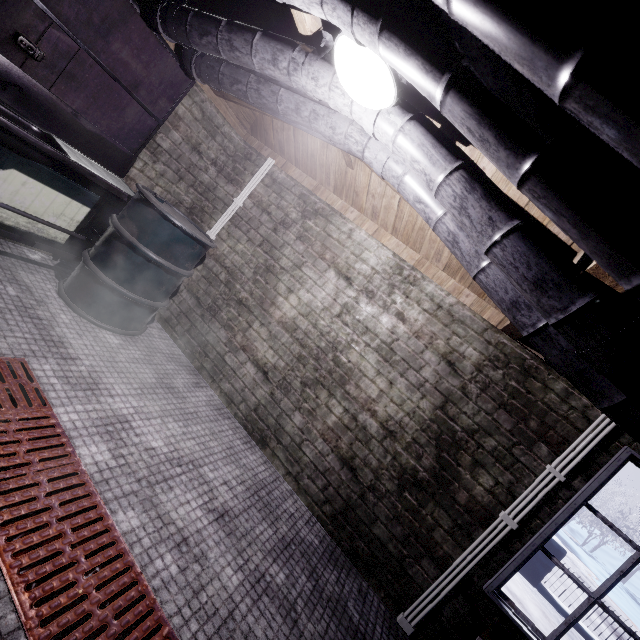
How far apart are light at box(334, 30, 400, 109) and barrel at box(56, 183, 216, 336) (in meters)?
1.55

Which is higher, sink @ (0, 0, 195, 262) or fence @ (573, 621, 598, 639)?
sink @ (0, 0, 195, 262)

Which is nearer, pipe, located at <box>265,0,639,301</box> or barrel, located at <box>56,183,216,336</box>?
pipe, located at <box>265,0,639,301</box>

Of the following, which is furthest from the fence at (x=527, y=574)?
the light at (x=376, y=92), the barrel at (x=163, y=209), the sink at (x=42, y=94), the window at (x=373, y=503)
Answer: the light at (x=376, y=92)

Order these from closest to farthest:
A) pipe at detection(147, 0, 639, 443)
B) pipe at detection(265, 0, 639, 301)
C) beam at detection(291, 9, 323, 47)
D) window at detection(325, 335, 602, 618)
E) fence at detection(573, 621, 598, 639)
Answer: pipe at detection(265, 0, 639, 301) < pipe at detection(147, 0, 639, 443) < beam at detection(291, 9, 323, 47) < window at detection(325, 335, 602, 618) < fence at detection(573, 621, 598, 639)

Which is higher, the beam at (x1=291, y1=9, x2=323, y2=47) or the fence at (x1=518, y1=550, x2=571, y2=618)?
the beam at (x1=291, y1=9, x2=323, y2=47)

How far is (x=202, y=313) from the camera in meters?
3.2

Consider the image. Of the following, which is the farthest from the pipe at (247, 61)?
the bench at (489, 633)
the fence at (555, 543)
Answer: the fence at (555, 543)
